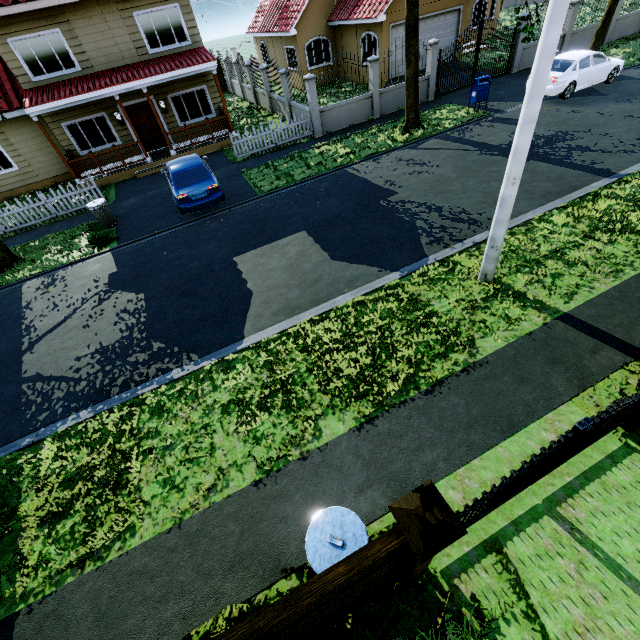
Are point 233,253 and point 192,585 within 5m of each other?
no

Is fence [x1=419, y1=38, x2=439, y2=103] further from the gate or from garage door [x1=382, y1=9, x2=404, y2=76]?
garage door [x1=382, y1=9, x2=404, y2=76]

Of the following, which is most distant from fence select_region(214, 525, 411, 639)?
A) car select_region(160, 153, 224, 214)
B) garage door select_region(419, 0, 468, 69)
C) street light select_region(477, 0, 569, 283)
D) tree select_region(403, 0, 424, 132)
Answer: garage door select_region(419, 0, 468, 69)

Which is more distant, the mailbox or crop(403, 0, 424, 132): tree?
the mailbox

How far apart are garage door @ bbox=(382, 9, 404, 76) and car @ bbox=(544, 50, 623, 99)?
7.67m

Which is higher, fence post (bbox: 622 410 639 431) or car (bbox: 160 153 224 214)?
car (bbox: 160 153 224 214)

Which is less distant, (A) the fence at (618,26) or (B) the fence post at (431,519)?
(B) the fence post at (431,519)

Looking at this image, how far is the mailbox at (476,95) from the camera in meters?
13.7
